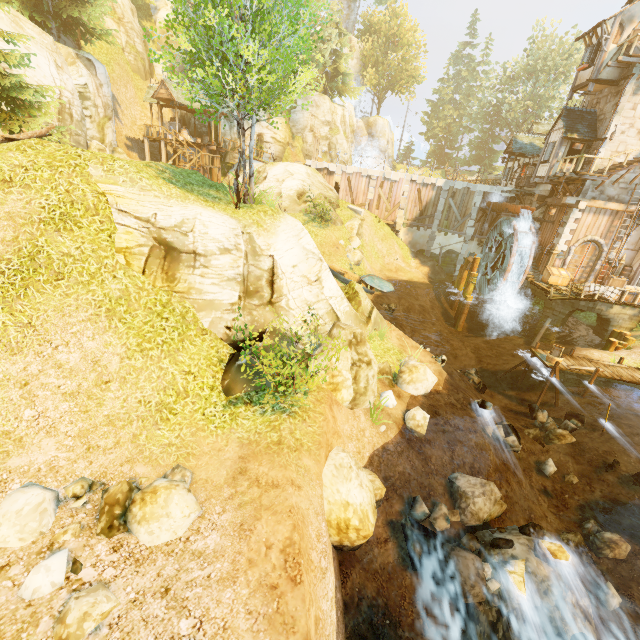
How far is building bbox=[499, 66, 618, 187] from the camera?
21.00m

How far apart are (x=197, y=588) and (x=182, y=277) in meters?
7.5 m

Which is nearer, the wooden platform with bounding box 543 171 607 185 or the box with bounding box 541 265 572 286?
the wooden platform with bounding box 543 171 607 185

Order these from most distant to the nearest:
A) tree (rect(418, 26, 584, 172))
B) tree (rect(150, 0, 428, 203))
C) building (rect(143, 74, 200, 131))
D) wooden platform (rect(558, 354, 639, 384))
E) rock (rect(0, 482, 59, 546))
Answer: tree (rect(418, 26, 584, 172)), building (rect(143, 74, 200, 131)), wooden platform (rect(558, 354, 639, 384)), tree (rect(150, 0, 428, 203)), rock (rect(0, 482, 59, 546))

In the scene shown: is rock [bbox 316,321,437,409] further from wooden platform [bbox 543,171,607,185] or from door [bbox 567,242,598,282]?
door [bbox 567,242,598,282]

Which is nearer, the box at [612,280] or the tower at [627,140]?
the tower at [627,140]

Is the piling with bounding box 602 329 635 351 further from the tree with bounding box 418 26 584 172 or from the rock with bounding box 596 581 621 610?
the rock with bounding box 596 581 621 610

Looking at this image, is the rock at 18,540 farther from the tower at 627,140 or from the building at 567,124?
the building at 567,124
